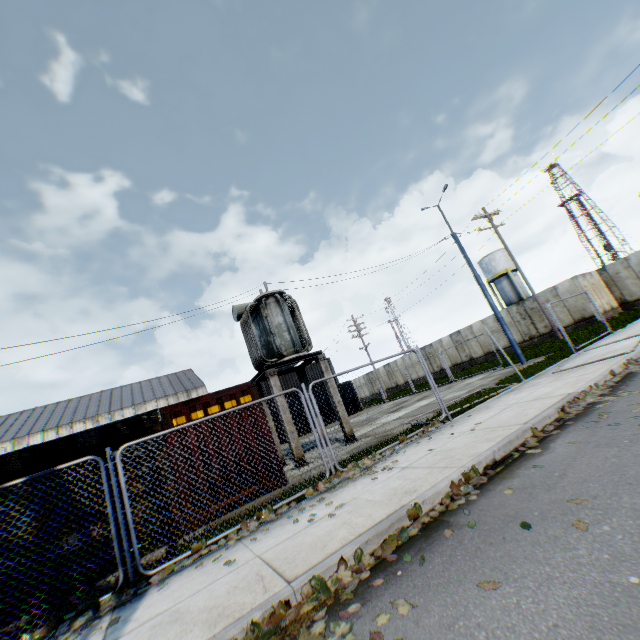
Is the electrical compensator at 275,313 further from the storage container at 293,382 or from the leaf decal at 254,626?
the storage container at 293,382

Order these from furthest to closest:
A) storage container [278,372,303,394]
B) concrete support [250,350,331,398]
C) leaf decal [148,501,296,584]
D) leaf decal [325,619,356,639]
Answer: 1. storage container [278,372,303,394]
2. concrete support [250,350,331,398]
3. leaf decal [148,501,296,584]
4. leaf decal [325,619,356,639]

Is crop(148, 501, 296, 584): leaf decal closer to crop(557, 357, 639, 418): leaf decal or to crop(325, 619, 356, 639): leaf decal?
crop(325, 619, 356, 639): leaf decal

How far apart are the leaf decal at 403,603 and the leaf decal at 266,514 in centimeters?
170cm

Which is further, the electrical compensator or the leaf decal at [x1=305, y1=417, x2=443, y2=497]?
the electrical compensator

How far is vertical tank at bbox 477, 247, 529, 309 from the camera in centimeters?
4216cm

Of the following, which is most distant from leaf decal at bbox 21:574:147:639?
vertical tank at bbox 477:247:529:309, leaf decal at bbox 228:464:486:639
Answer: vertical tank at bbox 477:247:529:309

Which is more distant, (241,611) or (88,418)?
(88,418)
